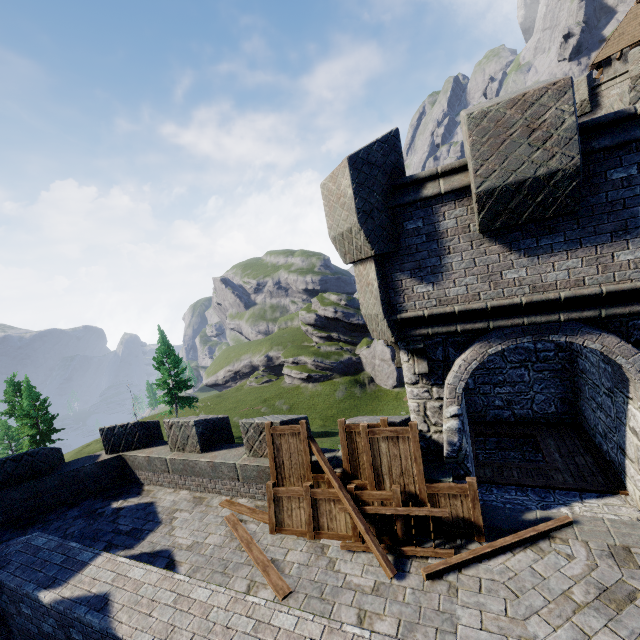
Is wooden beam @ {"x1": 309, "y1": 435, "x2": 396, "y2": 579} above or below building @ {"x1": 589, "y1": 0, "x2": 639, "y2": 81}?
below

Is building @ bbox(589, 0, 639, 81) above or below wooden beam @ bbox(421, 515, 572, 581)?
above

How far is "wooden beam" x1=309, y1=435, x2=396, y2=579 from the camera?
5.70m

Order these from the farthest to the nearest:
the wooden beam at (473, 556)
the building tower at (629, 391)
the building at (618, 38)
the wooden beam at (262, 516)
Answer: the building at (618, 38) < the wooden beam at (262, 516) < the wooden beam at (473, 556) < the building tower at (629, 391)

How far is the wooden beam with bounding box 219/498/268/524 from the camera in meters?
7.7

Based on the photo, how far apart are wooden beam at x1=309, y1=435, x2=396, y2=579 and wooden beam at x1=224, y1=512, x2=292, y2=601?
1.6 meters

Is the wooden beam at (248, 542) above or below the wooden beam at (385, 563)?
below

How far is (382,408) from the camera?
50.06m
